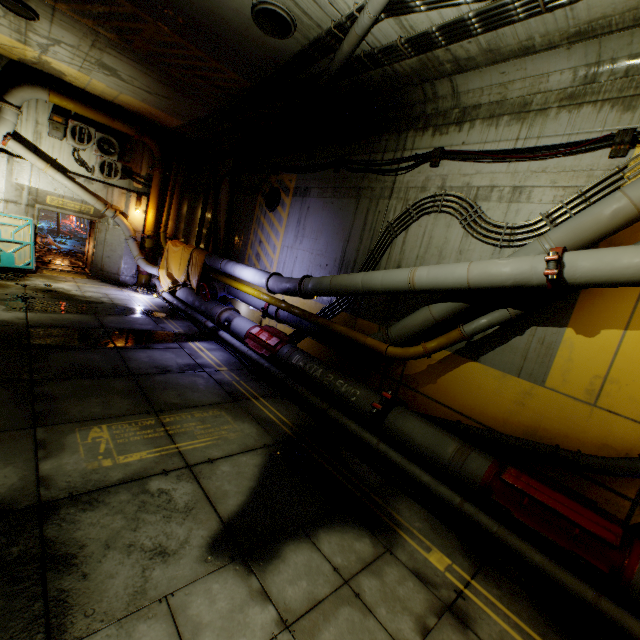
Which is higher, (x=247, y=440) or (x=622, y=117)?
(x=622, y=117)

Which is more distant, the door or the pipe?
the door

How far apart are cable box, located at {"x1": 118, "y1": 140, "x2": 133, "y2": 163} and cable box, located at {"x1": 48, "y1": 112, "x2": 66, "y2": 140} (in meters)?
1.73

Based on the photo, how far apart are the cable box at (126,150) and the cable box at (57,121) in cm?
173

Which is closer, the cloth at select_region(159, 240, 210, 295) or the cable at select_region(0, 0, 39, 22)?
the cable at select_region(0, 0, 39, 22)

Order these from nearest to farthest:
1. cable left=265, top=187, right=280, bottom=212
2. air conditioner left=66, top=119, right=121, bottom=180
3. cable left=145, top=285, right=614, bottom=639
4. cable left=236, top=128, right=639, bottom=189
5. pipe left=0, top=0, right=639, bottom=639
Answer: cable left=145, top=285, right=614, bottom=639 → pipe left=0, top=0, right=639, bottom=639 → cable left=236, top=128, right=639, bottom=189 → cable left=265, top=187, right=280, bottom=212 → air conditioner left=66, top=119, right=121, bottom=180

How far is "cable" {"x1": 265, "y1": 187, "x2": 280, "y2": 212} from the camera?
10.8 meters

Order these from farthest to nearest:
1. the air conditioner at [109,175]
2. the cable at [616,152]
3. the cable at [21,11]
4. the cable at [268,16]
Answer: the air conditioner at [109,175] < the cable at [21,11] < the cable at [268,16] < the cable at [616,152]
